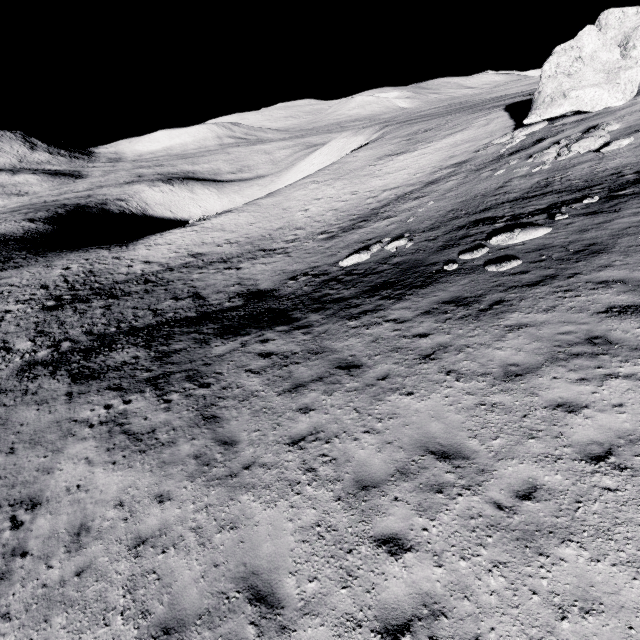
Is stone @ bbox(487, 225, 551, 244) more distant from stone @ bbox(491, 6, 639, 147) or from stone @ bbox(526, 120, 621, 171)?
stone @ bbox(491, 6, 639, 147)

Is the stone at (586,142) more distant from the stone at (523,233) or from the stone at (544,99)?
the stone at (523,233)

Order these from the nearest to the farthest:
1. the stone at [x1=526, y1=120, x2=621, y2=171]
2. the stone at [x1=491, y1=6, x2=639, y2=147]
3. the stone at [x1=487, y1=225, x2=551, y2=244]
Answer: the stone at [x1=487, y1=225, x2=551, y2=244]
the stone at [x1=526, y1=120, x2=621, y2=171]
the stone at [x1=491, y1=6, x2=639, y2=147]

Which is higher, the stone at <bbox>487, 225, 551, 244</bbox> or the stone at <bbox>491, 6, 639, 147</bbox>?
the stone at <bbox>491, 6, 639, 147</bbox>

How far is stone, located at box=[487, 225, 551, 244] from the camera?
12.4m

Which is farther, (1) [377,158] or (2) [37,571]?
(1) [377,158]

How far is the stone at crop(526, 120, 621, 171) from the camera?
18.5m
